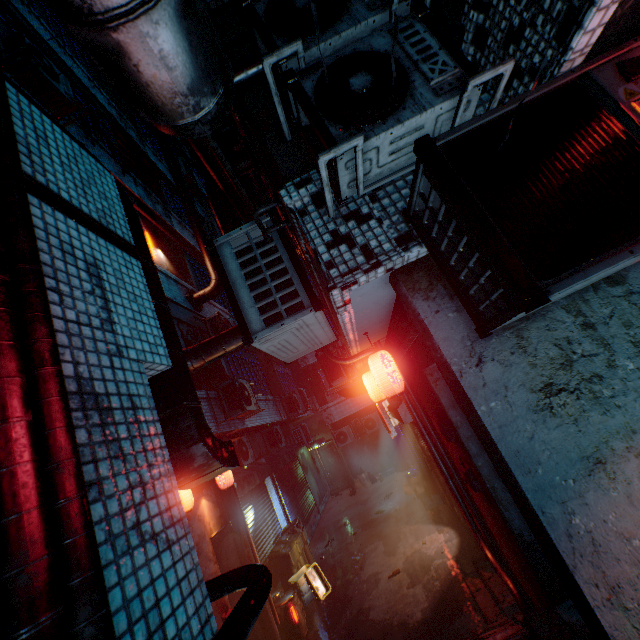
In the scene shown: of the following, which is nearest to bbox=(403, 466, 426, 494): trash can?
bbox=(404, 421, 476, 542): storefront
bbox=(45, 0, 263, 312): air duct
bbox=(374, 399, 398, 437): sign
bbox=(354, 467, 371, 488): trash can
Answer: bbox=(404, 421, 476, 542): storefront

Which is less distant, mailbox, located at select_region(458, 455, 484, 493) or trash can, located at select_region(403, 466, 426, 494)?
mailbox, located at select_region(458, 455, 484, 493)

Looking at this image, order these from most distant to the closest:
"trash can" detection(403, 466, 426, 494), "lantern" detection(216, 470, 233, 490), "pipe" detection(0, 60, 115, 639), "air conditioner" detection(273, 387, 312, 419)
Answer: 1. "air conditioner" detection(273, 387, 312, 419)
2. "trash can" detection(403, 466, 426, 494)
3. "lantern" detection(216, 470, 233, 490)
4. "pipe" detection(0, 60, 115, 639)

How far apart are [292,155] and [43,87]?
5.6 meters

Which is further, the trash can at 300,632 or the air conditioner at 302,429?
the air conditioner at 302,429

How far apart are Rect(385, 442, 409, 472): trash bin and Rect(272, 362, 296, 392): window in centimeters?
451cm

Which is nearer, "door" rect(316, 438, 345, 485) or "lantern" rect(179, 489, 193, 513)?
"lantern" rect(179, 489, 193, 513)

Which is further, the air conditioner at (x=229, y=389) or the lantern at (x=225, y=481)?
the air conditioner at (x=229, y=389)
